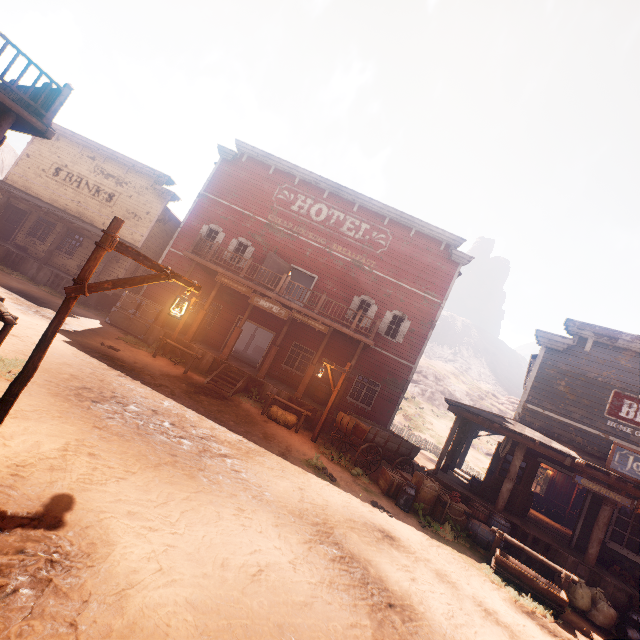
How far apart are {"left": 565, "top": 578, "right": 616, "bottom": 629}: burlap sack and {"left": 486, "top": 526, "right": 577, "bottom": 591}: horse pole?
1.23m

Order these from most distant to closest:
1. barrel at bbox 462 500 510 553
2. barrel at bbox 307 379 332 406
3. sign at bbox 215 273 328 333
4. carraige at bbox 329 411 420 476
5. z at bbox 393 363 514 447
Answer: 1. z at bbox 393 363 514 447
2. barrel at bbox 307 379 332 406
3. sign at bbox 215 273 328 333
4. carraige at bbox 329 411 420 476
5. barrel at bbox 462 500 510 553

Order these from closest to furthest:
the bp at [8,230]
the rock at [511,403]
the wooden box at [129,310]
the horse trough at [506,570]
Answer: the horse trough at [506,570] → the wooden box at [129,310] → the bp at [8,230] → the rock at [511,403]

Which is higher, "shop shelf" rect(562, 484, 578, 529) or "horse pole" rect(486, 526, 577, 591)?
"shop shelf" rect(562, 484, 578, 529)

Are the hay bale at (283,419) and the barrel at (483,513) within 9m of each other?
yes

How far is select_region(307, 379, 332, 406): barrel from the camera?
16.2 meters

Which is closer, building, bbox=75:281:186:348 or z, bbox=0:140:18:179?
building, bbox=75:281:186:348

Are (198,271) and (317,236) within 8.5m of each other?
yes
